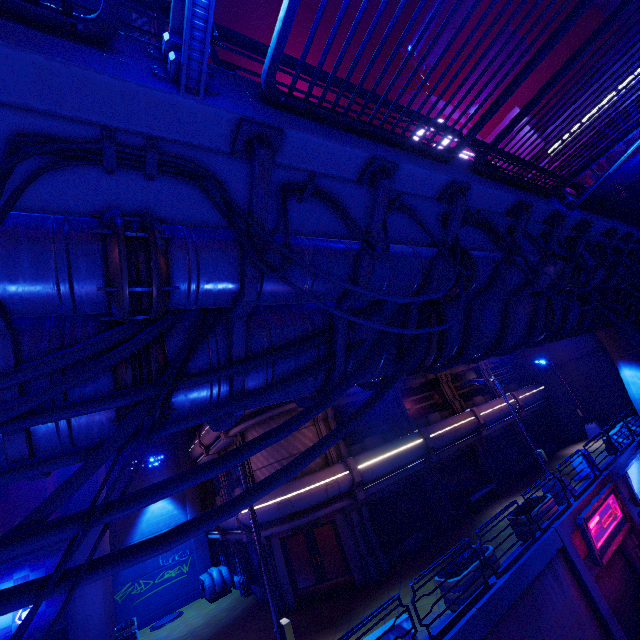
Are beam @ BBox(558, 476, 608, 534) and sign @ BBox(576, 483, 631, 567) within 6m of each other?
yes

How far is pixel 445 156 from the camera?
4.4m

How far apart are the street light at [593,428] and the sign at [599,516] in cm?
1047

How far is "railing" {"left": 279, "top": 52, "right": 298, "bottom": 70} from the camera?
4.0m

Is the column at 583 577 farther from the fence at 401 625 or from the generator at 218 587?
the generator at 218 587

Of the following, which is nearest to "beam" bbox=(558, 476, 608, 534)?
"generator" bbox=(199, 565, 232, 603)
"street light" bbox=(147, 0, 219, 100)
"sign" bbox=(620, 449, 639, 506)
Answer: "sign" bbox=(620, 449, 639, 506)

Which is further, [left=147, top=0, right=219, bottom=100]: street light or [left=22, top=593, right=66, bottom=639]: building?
[left=22, top=593, right=66, bottom=639]: building

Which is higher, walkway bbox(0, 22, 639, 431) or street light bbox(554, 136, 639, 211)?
street light bbox(554, 136, 639, 211)
